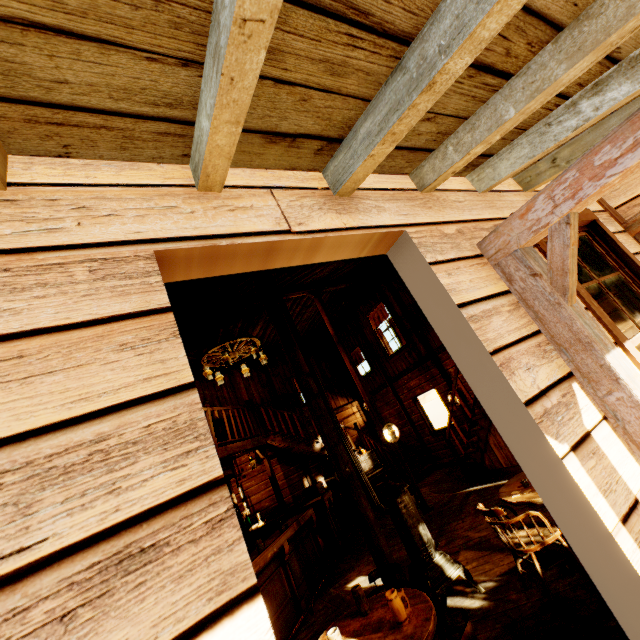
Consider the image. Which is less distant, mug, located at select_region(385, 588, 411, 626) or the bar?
mug, located at select_region(385, 588, 411, 626)

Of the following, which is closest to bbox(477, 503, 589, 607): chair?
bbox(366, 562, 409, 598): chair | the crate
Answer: bbox(366, 562, 409, 598): chair

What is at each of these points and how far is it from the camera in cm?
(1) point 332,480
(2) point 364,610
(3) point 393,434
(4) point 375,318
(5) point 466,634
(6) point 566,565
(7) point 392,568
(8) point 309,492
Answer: (1) lamp, 405
(2) mug, 267
(3) lamp, 736
(4) curtain, 1134
(5) chair, 188
(6) table, 326
(7) chair, 316
(8) crate, 1021

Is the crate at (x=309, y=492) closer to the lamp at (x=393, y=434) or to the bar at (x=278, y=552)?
the bar at (x=278, y=552)

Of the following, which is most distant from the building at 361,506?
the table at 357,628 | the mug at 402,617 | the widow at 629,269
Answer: the mug at 402,617

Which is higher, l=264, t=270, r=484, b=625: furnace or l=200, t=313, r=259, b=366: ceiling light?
l=200, t=313, r=259, b=366: ceiling light

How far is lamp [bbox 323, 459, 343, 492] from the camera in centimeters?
404cm

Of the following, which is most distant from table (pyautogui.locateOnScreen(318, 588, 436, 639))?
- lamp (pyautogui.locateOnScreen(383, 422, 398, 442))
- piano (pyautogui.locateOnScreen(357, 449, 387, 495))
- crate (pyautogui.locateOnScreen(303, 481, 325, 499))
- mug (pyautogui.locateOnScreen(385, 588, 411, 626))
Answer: A: crate (pyautogui.locateOnScreen(303, 481, 325, 499))
